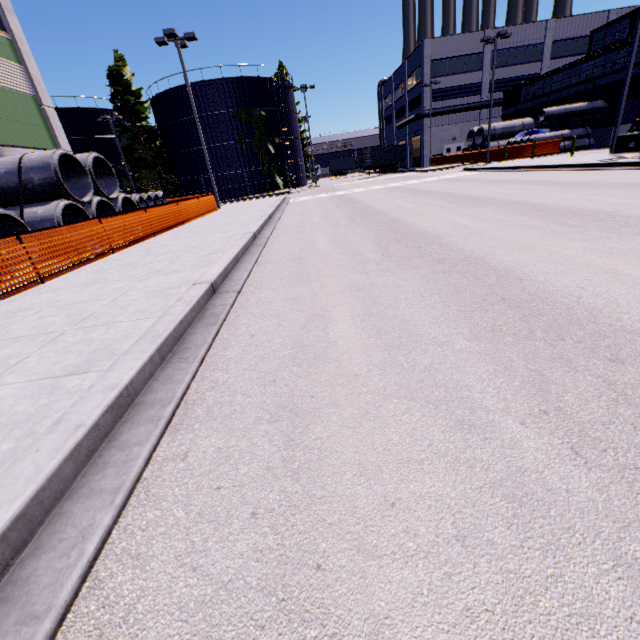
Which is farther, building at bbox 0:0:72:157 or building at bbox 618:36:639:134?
building at bbox 618:36:639:134

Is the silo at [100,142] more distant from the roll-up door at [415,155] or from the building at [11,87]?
the roll-up door at [415,155]

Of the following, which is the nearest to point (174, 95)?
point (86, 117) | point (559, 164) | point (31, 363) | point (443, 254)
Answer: point (86, 117)

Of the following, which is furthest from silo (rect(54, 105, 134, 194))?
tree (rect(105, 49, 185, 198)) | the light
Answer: the light

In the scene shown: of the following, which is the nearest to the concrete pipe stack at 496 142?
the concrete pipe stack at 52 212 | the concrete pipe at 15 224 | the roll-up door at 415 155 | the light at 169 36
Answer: the roll-up door at 415 155

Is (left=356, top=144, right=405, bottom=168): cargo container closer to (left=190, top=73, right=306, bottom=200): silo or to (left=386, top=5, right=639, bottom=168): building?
(left=190, top=73, right=306, bottom=200): silo

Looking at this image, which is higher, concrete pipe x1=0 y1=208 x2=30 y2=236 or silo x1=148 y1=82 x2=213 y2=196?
silo x1=148 y1=82 x2=213 y2=196

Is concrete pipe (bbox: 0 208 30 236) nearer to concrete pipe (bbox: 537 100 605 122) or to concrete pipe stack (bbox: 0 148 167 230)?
concrete pipe stack (bbox: 0 148 167 230)
